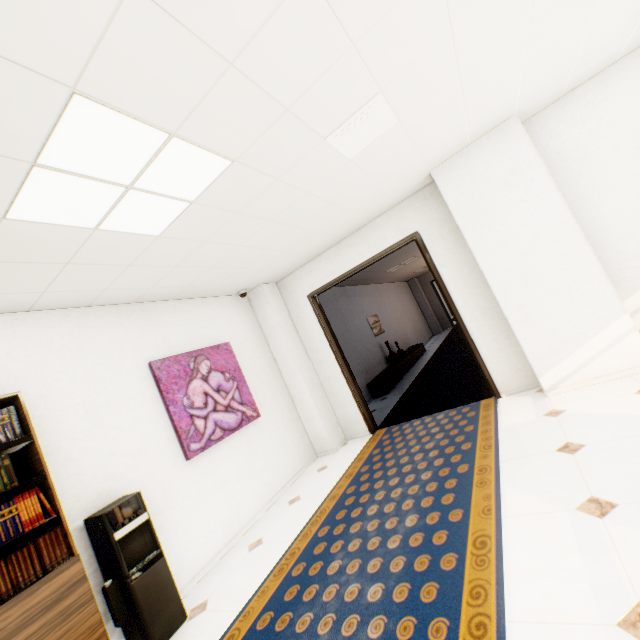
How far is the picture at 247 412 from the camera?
3.63m

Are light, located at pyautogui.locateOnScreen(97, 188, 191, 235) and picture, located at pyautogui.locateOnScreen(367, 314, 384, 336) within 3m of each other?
no

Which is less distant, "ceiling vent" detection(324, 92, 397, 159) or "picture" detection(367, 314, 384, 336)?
"ceiling vent" detection(324, 92, 397, 159)

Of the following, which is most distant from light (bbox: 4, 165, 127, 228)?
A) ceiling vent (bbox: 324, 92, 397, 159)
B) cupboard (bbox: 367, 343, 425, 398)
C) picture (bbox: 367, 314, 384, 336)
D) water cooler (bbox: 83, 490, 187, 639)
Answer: picture (bbox: 367, 314, 384, 336)

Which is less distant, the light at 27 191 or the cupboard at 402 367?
the light at 27 191

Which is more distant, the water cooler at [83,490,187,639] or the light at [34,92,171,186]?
the water cooler at [83,490,187,639]

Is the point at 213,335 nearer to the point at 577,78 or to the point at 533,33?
the point at 533,33

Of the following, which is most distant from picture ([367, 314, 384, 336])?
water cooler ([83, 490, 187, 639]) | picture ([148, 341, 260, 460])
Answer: water cooler ([83, 490, 187, 639])
